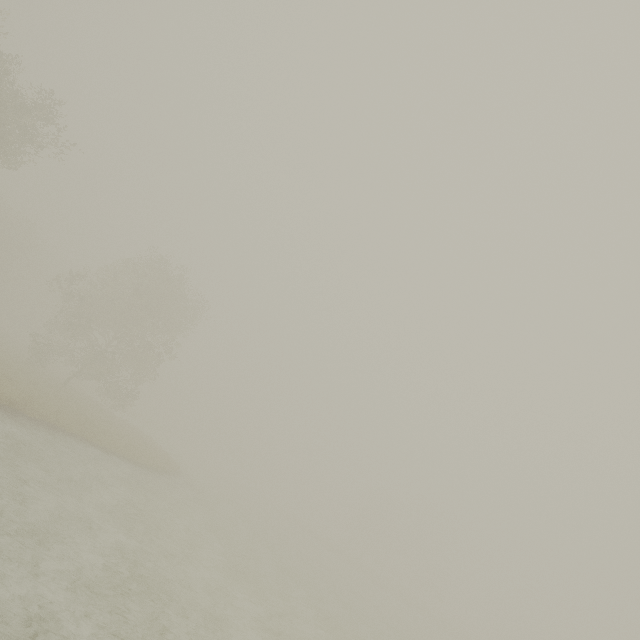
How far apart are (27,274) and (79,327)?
41.5m
